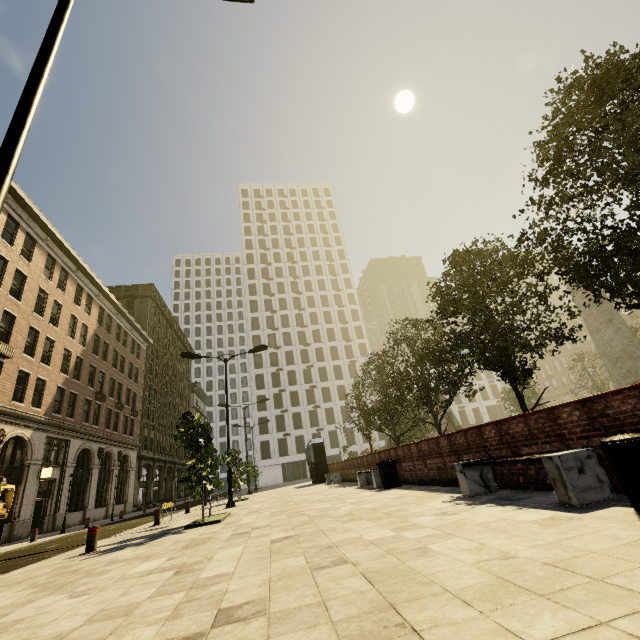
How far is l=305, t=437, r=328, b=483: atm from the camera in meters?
25.1

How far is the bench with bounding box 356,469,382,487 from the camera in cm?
1167

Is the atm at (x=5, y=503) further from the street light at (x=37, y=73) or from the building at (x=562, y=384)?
the street light at (x=37, y=73)

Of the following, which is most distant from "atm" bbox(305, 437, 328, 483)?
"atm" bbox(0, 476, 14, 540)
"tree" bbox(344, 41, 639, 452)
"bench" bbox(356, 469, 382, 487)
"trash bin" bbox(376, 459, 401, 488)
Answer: "atm" bbox(0, 476, 14, 540)

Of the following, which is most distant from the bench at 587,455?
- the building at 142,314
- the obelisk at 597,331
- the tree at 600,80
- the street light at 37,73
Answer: the building at 142,314

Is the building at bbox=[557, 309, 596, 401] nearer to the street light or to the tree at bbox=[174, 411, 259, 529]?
the tree at bbox=[174, 411, 259, 529]

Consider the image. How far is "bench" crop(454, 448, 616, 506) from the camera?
4.04m

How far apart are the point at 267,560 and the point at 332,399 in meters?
57.1
